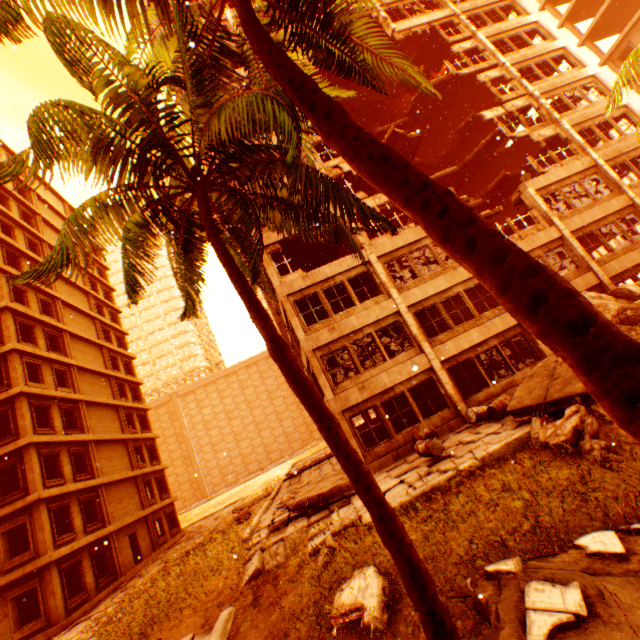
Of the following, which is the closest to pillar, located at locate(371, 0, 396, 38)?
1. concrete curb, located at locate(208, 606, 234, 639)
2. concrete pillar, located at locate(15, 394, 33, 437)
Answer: concrete curb, located at locate(208, 606, 234, 639)

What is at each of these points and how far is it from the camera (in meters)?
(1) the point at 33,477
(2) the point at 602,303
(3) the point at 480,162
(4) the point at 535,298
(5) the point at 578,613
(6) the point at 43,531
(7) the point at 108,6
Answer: (1) concrete pillar, 17.55
(2) rock pile, 13.28
(3) floor rubble, 25.33
(4) rubble, 2.02
(5) floor rubble, 3.11
(6) concrete pillar, 16.73
(7) rubble, 4.93

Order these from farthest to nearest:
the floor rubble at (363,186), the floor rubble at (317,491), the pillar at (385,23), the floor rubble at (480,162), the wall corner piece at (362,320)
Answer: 1. the floor rubble at (363,186)
2. the floor rubble at (480,162)
3. the pillar at (385,23)
4. the wall corner piece at (362,320)
5. the floor rubble at (317,491)

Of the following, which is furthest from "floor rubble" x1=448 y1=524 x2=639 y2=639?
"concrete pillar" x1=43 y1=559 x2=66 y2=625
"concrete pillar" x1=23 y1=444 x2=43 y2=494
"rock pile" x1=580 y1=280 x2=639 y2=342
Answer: "concrete pillar" x1=43 y1=559 x2=66 y2=625

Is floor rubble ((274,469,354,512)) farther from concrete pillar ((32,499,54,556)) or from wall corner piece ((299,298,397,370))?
concrete pillar ((32,499,54,556))

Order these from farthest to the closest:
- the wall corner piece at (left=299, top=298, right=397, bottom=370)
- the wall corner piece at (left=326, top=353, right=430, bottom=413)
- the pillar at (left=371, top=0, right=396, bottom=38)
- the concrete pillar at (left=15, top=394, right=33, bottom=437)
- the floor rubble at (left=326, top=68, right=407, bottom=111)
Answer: Answer: the floor rubble at (left=326, top=68, right=407, bottom=111), the pillar at (left=371, top=0, right=396, bottom=38), the concrete pillar at (left=15, top=394, right=33, bottom=437), the wall corner piece at (left=299, top=298, right=397, bottom=370), the wall corner piece at (left=326, top=353, right=430, bottom=413)

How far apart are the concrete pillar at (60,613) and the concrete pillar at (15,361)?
9.7m

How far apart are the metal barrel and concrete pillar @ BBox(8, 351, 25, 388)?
24.46m
